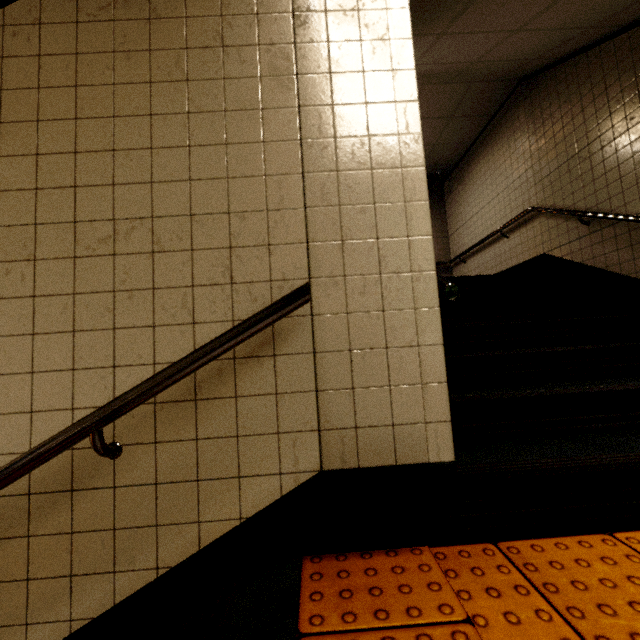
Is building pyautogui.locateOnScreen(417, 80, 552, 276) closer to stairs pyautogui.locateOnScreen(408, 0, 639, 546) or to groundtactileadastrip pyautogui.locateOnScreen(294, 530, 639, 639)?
stairs pyautogui.locateOnScreen(408, 0, 639, 546)

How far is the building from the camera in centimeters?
479cm

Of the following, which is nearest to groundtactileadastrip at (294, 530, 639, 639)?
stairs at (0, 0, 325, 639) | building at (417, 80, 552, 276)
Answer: stairs at (0, 0, 325, 639)

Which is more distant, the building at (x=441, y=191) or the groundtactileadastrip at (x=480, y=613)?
the building at (x=441, y=191)

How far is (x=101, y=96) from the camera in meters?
1.3 m

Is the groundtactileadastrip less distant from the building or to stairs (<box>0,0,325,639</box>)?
stairs (<box>0,0,325,639</box>)

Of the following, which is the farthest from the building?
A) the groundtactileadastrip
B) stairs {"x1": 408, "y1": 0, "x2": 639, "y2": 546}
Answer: the groundtactileadastrip

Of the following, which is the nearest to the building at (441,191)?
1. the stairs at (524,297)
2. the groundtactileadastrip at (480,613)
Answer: the stairs at (524,297)
